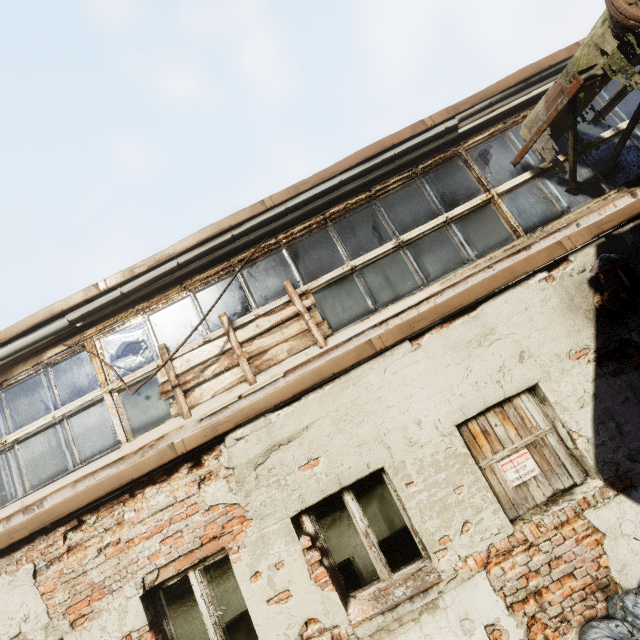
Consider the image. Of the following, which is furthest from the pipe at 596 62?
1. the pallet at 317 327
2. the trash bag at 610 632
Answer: the trash bag at 610 632

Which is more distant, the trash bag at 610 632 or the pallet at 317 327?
the pallet at 317 327

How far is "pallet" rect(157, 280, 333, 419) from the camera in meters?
4.2 m

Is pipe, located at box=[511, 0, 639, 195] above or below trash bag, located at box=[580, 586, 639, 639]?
above

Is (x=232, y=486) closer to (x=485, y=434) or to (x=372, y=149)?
(x=485, y=434)

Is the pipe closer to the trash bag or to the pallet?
the pallet

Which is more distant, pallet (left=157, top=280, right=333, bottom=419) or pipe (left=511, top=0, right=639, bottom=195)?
pallet (left=157, top=280, right=333, bottom=419)

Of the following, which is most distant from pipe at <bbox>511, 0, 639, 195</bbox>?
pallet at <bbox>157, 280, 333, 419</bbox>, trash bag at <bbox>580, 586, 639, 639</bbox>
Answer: trash bag at <bbox>580, 586, 639, 639</bbox>
